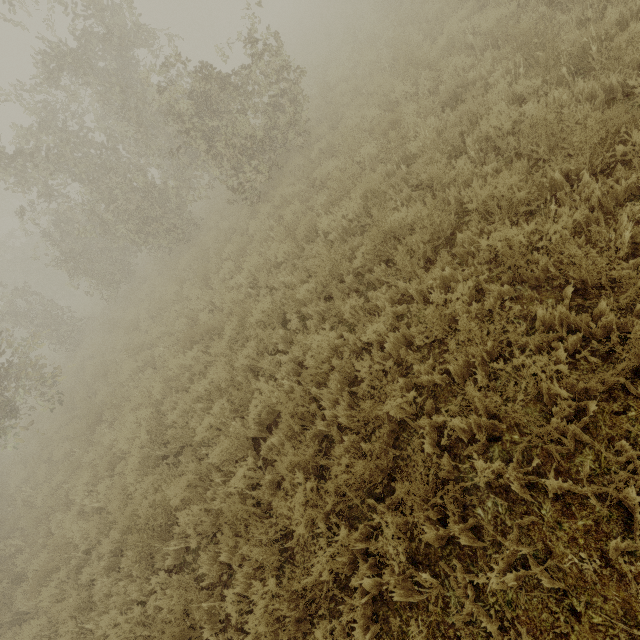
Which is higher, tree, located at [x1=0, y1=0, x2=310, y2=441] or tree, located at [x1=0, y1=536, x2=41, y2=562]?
tree, located at [x1=0, y1=0, x2=310, y2=441]

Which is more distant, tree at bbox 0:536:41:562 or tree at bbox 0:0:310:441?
tree at bbox 0:0:310:441

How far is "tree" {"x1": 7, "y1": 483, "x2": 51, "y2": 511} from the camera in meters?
8.6 m

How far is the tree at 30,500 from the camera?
8.6 meters

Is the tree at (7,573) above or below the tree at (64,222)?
below

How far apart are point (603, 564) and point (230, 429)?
4.5 meters
